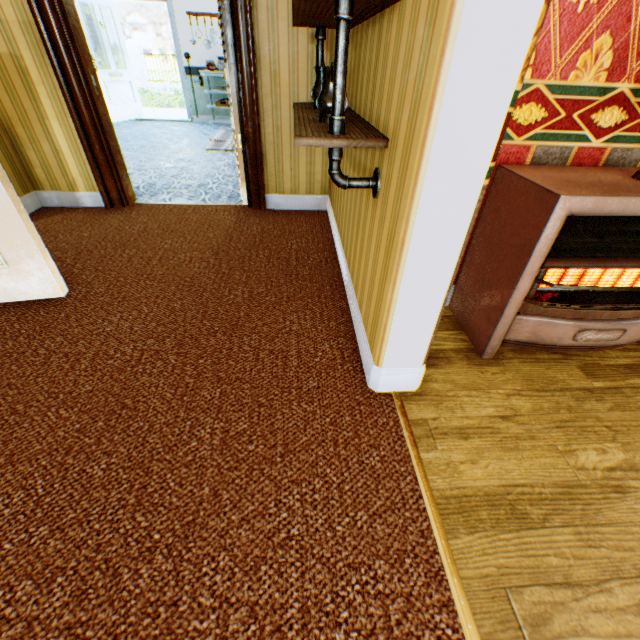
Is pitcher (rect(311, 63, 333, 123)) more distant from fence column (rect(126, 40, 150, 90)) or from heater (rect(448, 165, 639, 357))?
fence column (rect(126, 40, 150, 90))

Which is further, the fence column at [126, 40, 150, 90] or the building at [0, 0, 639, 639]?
the fence column at [126, 40, 150, 90]

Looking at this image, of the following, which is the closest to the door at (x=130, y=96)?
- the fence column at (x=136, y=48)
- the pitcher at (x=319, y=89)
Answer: the pitcher at (x=319, y=89)

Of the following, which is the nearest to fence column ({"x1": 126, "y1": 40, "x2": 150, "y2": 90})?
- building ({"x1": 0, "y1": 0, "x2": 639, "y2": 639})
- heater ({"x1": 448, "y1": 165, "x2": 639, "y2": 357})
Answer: building ({"x1": 0, "y1": 0, "x2": 639, "y2": 639})

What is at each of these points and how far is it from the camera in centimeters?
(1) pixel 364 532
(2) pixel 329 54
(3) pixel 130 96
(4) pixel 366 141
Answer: (1) building, 112cm
(2) building, 275cm
(3) door, 752cm
(4) shelf, 124cm

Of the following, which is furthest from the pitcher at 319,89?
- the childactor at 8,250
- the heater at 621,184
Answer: the childactor at 8,250

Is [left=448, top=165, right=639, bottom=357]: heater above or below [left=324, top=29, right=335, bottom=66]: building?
below

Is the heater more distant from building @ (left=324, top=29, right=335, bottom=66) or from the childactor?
the childactor
